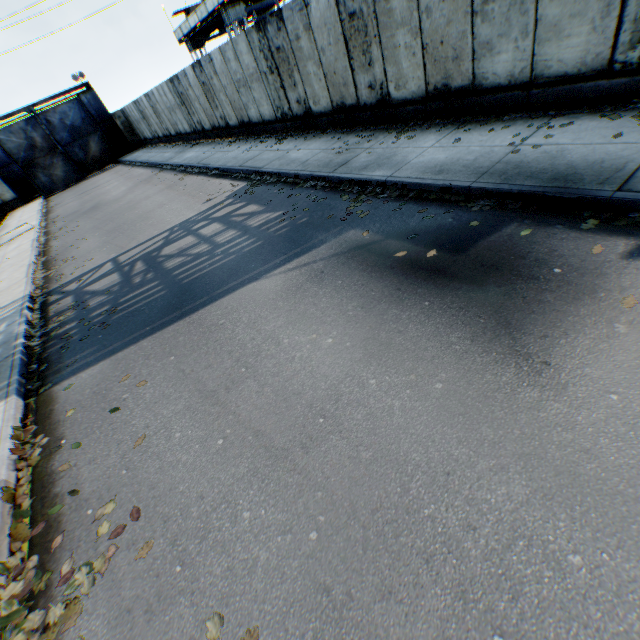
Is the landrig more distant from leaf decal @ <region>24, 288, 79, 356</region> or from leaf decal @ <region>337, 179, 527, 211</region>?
leaf decal @ <region>24, 288, 79, 356</region>

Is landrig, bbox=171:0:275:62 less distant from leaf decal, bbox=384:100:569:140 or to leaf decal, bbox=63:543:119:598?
leaf decal, bbox=384:100:569:140

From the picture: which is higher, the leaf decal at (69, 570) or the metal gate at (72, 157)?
the metal gate at (72, 157)

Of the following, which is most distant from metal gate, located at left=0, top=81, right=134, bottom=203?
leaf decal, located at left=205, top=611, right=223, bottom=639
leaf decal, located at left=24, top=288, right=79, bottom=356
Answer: leaf decal, located at left=205, top=611, right=223, bottom=639

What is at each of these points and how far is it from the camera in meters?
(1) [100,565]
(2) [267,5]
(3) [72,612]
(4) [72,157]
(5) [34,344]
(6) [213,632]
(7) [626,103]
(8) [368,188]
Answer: (1) leaf decal, 2.9
(2) landrig, 26.5
(3) leaf decal, 2.7
(4) metal gate, 30.6
(5) leaf decal, 6.9
(6) leaf decal, 2.3
(7) leaf decal, 5.4
(8) leaf decal, 7.0

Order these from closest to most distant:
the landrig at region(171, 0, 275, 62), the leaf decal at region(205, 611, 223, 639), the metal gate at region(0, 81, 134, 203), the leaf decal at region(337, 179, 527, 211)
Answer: the leaf decal at region(205, 611, 223, 639)
the leaf decal at region(337, 179, 527, 211)
the landrig at region(171, 0, 275, 62)
the metal gate at region(0, 81, 134, 203)

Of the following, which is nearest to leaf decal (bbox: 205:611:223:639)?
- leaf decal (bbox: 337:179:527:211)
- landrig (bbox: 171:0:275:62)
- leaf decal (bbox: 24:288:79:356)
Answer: leaf decal (bbox: 337:179:527:211)

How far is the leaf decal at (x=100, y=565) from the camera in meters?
2.8 m
